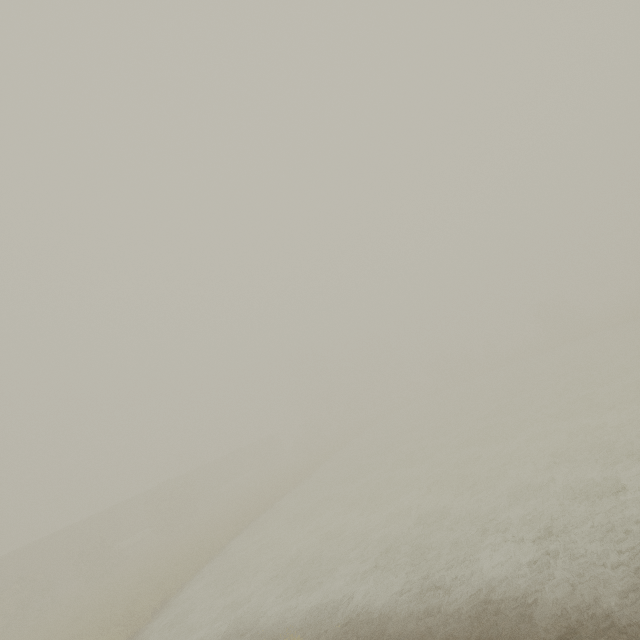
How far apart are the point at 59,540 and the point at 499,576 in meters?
41.3 m

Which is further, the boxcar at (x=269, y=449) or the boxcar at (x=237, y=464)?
the boxcar at (x=269, y=449)

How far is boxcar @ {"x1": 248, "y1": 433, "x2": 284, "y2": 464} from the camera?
55.2m

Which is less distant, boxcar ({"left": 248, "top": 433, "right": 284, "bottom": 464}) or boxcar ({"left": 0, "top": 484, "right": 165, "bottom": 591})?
boxcar ({"left": 0, "top": 484, "right": 165, "bottom": 591})

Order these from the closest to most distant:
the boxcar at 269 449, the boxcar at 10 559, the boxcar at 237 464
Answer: the boxcar at 10 559 → the boxcar at 237 464 → the boxcar at 269 449

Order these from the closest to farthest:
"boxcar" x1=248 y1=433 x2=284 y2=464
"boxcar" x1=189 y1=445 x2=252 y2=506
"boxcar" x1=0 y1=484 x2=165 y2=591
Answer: "boxcar" x1=0 y1=484 x2=165 y2=591 → "boxcar" x1=189 y1=445 x2=252 y2=506 → "boxcar" x1=248 y1=433 x2=284 y2=464
